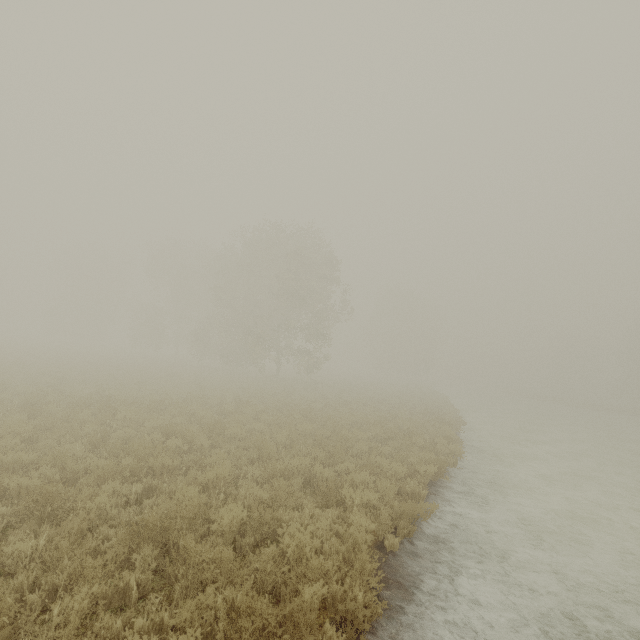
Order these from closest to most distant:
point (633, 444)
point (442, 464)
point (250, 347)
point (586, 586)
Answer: point (586, 586) → point (442, 464) → point (633, 444) → point (250, 347)
